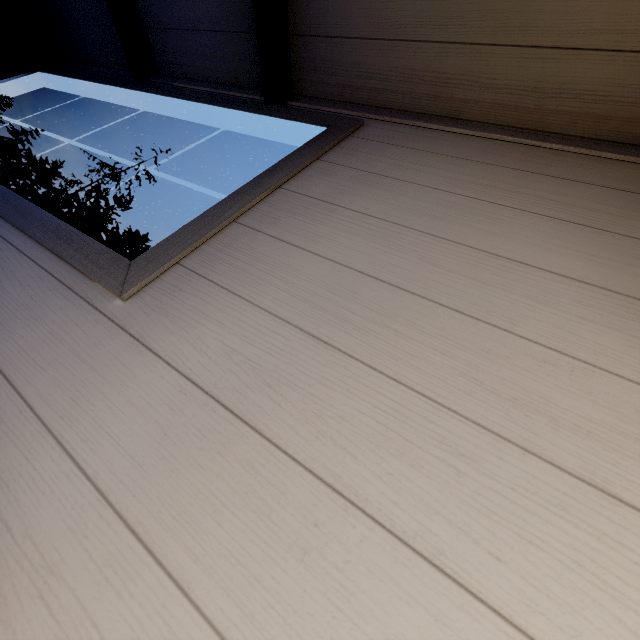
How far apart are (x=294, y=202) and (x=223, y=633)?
1.0m
